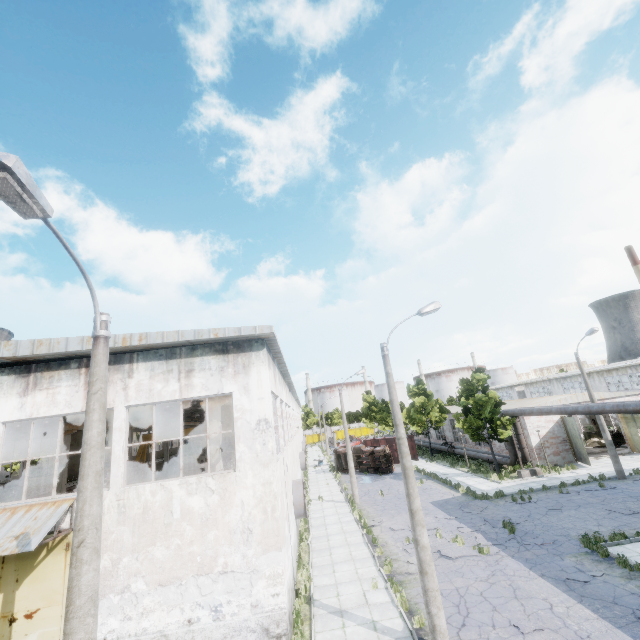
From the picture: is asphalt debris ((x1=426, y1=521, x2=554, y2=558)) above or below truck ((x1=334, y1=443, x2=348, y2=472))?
below

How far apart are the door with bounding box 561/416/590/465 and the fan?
23.6m

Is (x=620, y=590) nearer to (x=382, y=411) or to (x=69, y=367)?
(x=69, y=367)

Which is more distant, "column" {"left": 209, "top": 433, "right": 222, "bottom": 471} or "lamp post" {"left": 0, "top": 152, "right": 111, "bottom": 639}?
"column" {"left": 209, "top": 433, "right": 222, "bottom": 471}

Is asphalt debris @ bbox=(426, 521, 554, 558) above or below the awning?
below

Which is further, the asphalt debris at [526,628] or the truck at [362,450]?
the truck at [362,450]

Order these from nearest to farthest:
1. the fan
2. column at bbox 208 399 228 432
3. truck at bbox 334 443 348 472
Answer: column at bbox 208 399 228 432
the fan
truck at bbox 334 443 348 472

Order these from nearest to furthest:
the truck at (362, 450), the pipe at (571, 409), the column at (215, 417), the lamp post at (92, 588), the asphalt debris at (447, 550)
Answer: the lamp post at (92, 588) < the asphalt debris at (447, 550) < the column at (215, 417) < the pipe at (571, 409) < the truck at (362, 450)
